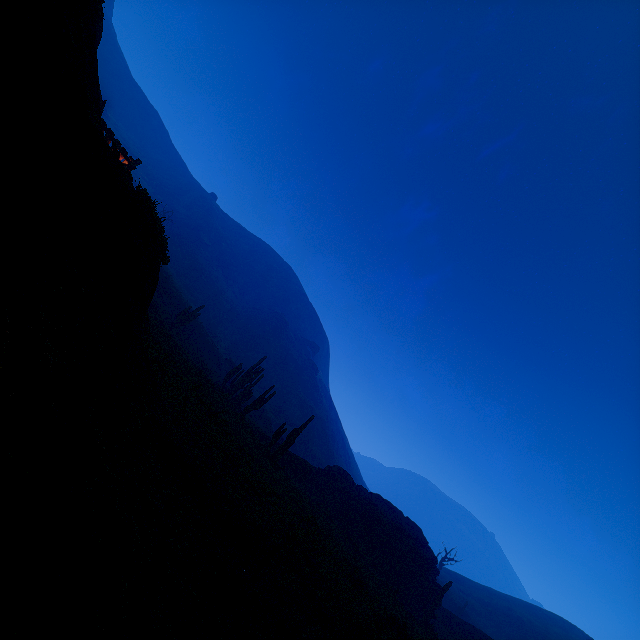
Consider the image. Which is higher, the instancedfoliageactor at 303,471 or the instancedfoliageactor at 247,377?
the instancedfoliageactor at 247,377

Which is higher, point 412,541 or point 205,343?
point 412,541

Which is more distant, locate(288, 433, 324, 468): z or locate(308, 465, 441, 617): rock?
locate(288, 433, 324, 468): z

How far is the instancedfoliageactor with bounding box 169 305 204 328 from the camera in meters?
34.1 m

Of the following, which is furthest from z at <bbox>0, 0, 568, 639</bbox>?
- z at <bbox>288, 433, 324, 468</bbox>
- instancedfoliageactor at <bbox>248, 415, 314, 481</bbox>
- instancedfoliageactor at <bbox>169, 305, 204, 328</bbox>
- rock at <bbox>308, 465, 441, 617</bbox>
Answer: z at <bbox>288, 433, 324, 468</bbox>

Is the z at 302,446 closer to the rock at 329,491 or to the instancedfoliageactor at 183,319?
the instancedfoliageactor at 183,319

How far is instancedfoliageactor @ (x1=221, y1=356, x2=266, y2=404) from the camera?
30.0 meters

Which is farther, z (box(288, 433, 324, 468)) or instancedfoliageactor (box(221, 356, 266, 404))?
z (box(288, 433, 324, 468))
